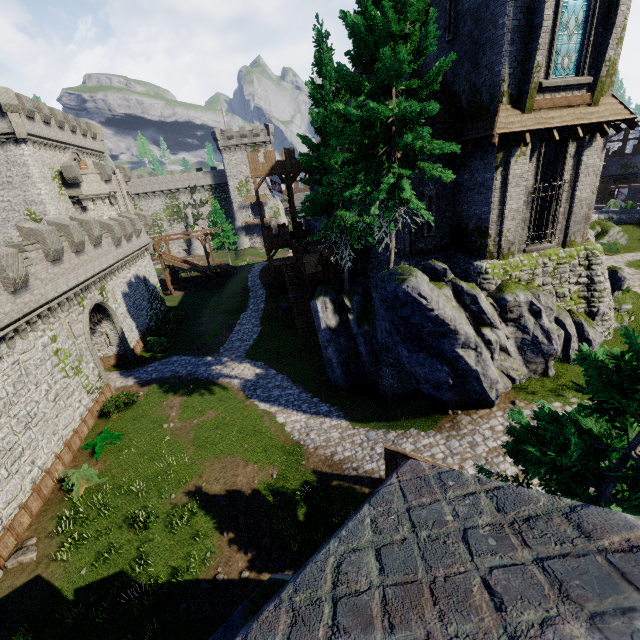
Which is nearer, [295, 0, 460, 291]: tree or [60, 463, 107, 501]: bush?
[295, 0, 460, 291]: tree

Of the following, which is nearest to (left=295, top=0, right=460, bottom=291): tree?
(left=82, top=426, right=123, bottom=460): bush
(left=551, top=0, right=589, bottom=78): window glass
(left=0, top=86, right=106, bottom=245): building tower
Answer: (left=551, top=0, right=589, bottom=78): window glass

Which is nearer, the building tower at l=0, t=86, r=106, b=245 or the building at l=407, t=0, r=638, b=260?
the building at l=407, t=0, r=638, b=260

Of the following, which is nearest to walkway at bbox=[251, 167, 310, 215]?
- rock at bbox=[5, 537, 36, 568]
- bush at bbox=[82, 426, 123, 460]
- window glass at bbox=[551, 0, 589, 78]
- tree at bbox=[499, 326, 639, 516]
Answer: bush at bbox=[82, 426, 123, 460]

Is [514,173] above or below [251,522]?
above

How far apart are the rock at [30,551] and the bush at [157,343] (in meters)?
16.86

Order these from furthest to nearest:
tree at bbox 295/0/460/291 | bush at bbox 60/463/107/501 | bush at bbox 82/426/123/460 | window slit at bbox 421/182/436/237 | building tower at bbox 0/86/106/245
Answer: building tower at bbox 0/86/106/245 < bush at bbox 82/426/123/460 < window slit at bbox 421/182/436/237 < bush at bbox 60/463/107/501 < tree at bbox 295/0/460/291

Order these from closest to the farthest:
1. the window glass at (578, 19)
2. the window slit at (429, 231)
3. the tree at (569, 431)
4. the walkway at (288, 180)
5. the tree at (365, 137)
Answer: the tree at (569, 431)
the tree at (365, 137)
the window glass at (578, 19)
the window slit at (429, 231)
the walkway at (288, 180)
